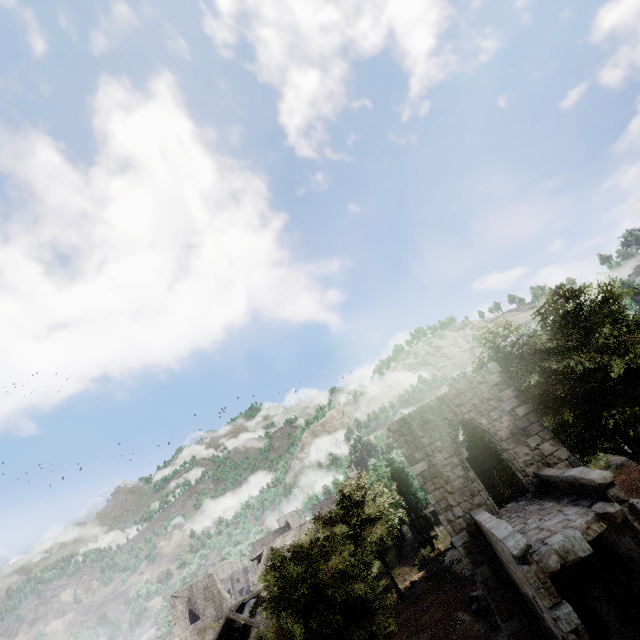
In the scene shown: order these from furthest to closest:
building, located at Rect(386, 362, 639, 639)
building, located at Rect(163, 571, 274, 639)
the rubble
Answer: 1. building, located at Rect(163, 571, 274, 639)
2. the rubble
3. building, located at Rect(386, 362, 639, 639)

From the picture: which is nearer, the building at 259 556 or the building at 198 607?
the building at 198 607

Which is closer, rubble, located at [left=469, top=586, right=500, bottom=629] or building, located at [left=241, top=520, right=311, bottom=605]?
rubble, located at [left=469, top=586, right=500, bottom=629]

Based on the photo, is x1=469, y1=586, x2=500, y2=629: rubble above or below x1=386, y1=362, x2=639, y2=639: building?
Result: below

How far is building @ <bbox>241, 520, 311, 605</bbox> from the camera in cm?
2875

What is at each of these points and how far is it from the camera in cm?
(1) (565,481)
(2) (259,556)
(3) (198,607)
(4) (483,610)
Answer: (1) building, 1086
(2) building, 3966
(3) building, 4278
(4) rubble, 1655

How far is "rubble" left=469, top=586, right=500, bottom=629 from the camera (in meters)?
15.59

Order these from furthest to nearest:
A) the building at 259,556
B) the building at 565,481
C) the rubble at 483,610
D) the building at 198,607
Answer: the building at 259,556 < the building at 198,607 < the rubble at 483,610 < the building at 565,481
